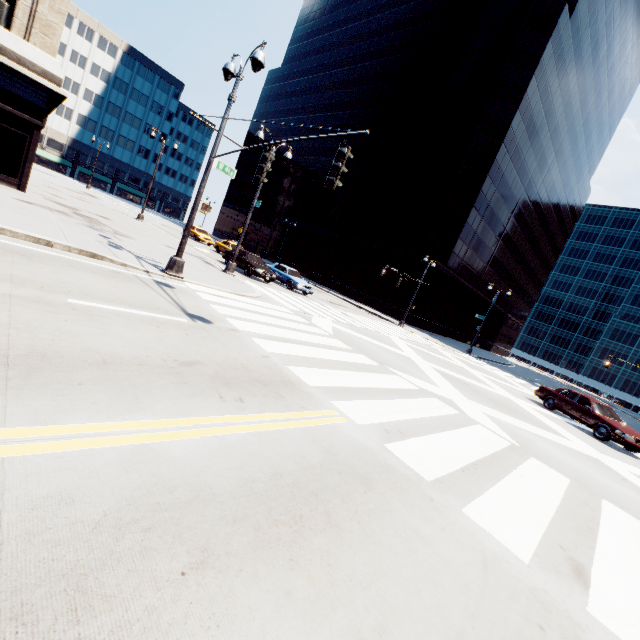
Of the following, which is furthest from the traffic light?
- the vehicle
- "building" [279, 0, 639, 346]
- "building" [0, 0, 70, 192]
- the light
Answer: "building" [279, 0, 639, 346]

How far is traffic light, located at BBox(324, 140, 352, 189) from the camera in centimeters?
633cm

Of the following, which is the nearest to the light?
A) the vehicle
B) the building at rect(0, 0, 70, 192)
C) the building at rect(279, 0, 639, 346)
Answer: the building at rect(0, 0, 70, 192)

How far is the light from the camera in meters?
7.1

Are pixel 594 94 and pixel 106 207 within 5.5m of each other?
no

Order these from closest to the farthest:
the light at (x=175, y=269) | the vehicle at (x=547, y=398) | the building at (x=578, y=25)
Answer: the light at (x=175, y=269)
the vehicle at (x=547, y=398)
the building at (x=578, y=25)

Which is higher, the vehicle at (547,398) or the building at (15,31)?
the building at (15,31)

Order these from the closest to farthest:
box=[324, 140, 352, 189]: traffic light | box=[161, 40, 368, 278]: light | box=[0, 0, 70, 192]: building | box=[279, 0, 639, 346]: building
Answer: box=[324, 140, 352, 189]: traffic light → box=[161, 40, 368, 278]: light → box=[0, 0, 70, 192]: building → box=[279, 0, 639, 346]: building
